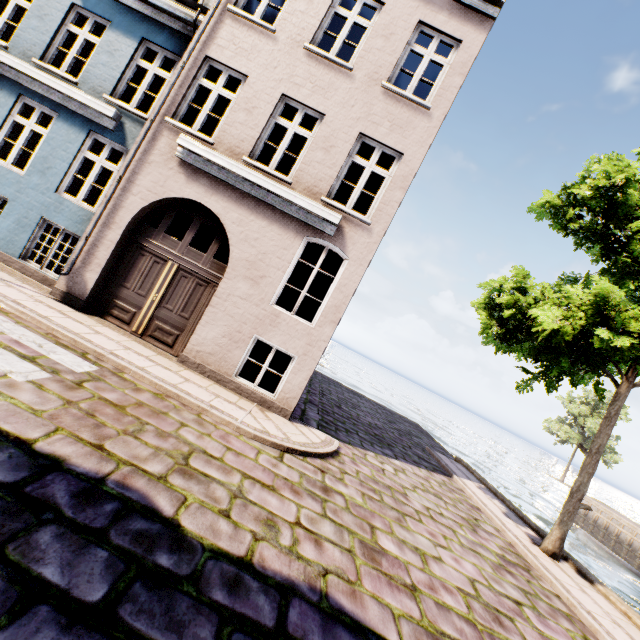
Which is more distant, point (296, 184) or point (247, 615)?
point (296, 184)
